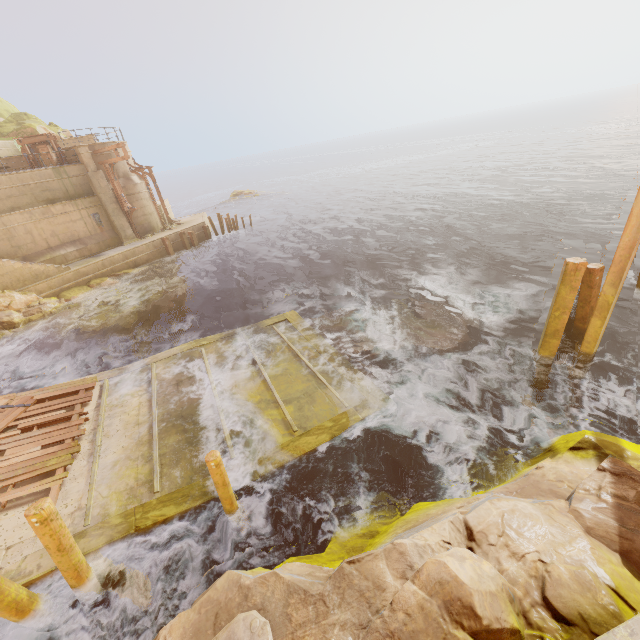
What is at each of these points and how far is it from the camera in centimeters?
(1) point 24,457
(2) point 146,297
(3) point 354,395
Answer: (1) wood, 790cm
(2) rock, 1983cm
(3) walkway, 891cm

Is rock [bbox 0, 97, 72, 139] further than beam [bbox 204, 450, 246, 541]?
Yes

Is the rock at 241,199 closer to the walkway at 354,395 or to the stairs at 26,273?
the stairs at 26,273

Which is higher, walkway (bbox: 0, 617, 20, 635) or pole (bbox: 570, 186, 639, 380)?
pole (bbox: 570, 186, 639, 380)

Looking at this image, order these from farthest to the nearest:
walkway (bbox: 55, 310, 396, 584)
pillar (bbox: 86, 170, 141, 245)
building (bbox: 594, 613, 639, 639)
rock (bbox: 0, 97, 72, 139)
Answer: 1. rock (bbox: 0, 97, 72, 139)
2. pillar (bbox: 86, 170, 141, 245)
3. walkway (bbox: 55, 310, 396, 584)
4. building (bbox: 594, 613, 639, 639)

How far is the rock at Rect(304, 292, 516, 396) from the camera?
10.2m

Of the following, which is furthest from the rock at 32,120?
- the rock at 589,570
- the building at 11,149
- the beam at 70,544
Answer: the beam at 70,544

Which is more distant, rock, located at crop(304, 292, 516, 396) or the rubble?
rock, located at crop(304, 292, 516, 396)
